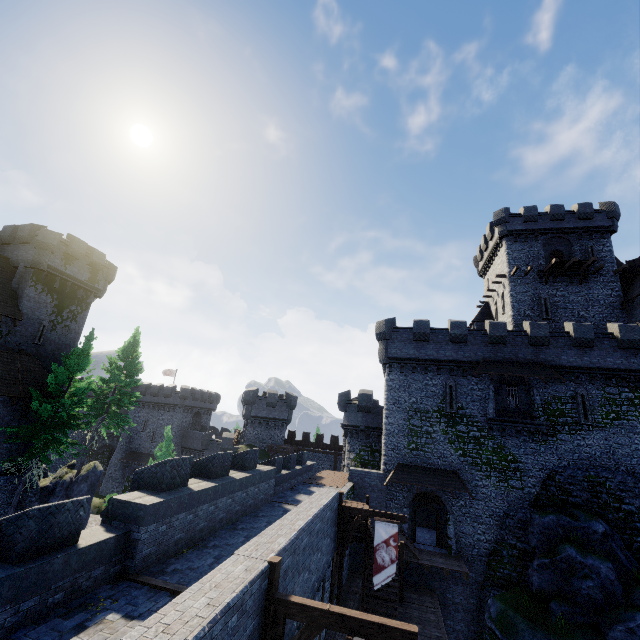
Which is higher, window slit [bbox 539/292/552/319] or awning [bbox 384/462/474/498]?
window slit [bbox 539/292/552/319]

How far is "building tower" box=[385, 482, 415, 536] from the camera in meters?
24.2

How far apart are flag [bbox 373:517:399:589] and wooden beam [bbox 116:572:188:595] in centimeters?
989cm

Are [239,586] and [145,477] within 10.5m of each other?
yes

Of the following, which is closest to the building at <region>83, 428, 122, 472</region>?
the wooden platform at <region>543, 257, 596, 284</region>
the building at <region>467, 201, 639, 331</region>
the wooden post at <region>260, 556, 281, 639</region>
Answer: the building at <region>467, 201, 639, 331</region>

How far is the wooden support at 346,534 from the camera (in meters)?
15.71

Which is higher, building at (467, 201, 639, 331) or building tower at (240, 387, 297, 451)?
building at (467, 201, 639, 331)

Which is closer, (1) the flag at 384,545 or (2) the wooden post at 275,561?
(2) the wooden post at 275,561
